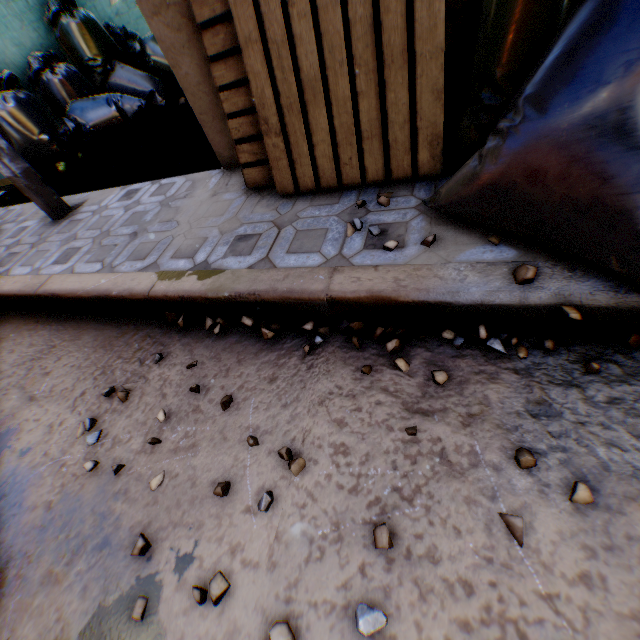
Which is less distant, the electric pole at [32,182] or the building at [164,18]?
the building at [164,18]

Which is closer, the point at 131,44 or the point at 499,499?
the point at 499,499

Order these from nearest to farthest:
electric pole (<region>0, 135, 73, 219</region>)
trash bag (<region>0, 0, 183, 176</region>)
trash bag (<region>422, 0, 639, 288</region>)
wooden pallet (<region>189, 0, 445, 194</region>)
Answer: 1. trash bag (<region>422, 0, 639, 288</region>)
2. wooden pallet (<region>189, 0, 445, 194</region>)
3. electric pole (<region>0, 135, 73, 219</region>)
4. trash bag (<region>0, 0, 183, 176</region>)

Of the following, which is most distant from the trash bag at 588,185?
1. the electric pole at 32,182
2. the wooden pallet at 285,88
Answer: the electric pole at 32,182

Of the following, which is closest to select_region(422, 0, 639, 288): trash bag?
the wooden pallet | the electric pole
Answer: the wooden pallet

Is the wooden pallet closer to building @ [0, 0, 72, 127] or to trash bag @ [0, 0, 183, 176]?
building @ [0, 0, 72, 127]

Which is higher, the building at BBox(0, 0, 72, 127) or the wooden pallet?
the building at BBox(0, 0, 72, 127)

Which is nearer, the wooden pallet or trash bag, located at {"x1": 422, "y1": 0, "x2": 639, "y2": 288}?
trash bag, located at {"x1": 422, "y1": 0, "x2": 639, "y2": 288}
